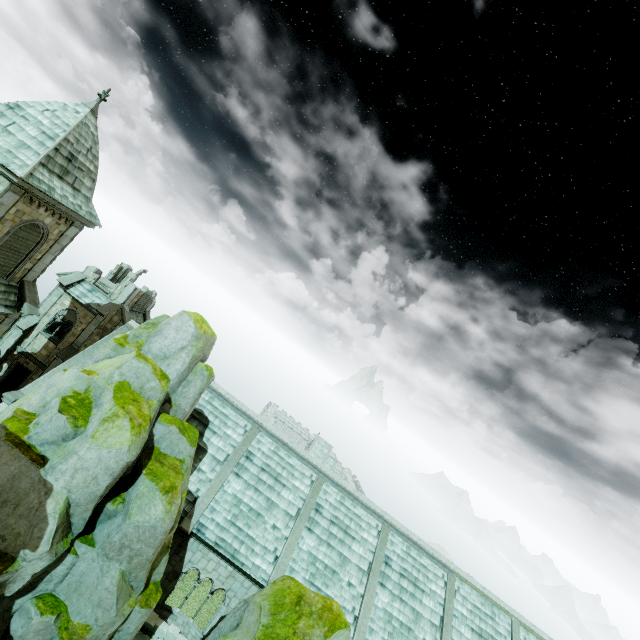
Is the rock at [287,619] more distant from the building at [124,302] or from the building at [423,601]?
the building at [124,302]

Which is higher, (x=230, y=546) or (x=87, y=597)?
(x=87, y=597)

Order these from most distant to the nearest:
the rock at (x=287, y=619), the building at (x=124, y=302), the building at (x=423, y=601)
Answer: the building at (x=423, y=601)
the building at (x=124, y=302)
the rock at (x=287, y=619)

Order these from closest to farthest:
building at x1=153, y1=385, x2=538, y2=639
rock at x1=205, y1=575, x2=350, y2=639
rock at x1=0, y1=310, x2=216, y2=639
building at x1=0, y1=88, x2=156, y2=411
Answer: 1. rock at x1=0, y1=310, x2=216, y2=639
2. rock at x1=205, y1=575, x2=350, y2=639
3. building at x1=0, y1=88, x2=156, y2=411
4. building at x1=153, y1=385, x2=538, y2=639

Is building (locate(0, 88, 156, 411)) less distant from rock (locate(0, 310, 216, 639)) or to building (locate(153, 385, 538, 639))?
building (locate(153, 385, 538, 639))
